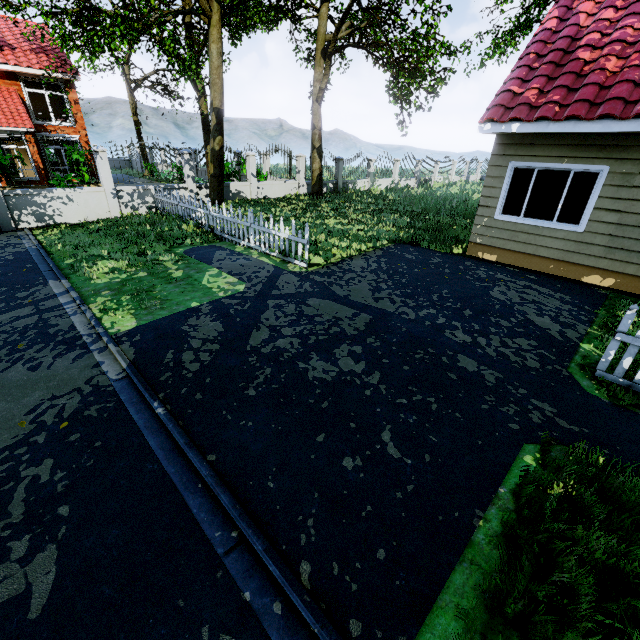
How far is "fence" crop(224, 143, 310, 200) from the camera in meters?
16.0

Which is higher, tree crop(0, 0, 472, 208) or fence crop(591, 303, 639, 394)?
tree crop(0, 0, 472, 208)

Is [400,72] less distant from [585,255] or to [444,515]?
[585,255]

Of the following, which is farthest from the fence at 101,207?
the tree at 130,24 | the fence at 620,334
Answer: the fence at 620,334

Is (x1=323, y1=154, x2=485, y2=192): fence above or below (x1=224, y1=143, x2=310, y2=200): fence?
above

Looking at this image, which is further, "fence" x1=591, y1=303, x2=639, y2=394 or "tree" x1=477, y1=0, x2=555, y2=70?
"tree" x1=477, y1=0, x2=555, y2=70

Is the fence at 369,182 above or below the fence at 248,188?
above

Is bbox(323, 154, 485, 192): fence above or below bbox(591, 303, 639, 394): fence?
above
